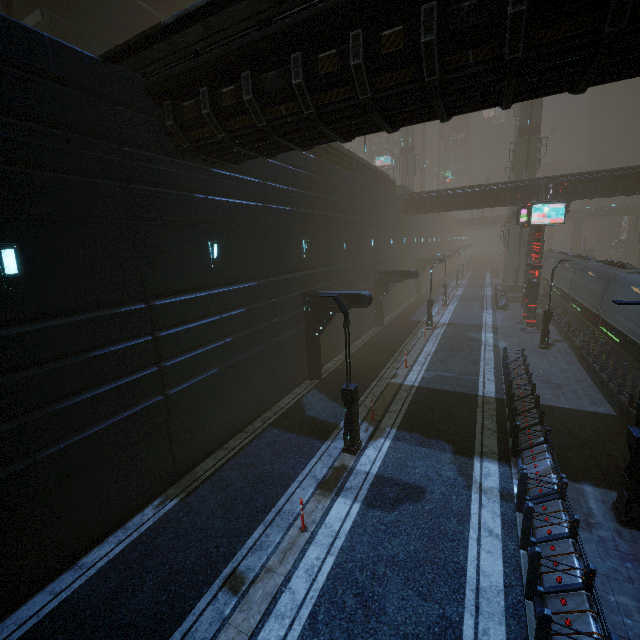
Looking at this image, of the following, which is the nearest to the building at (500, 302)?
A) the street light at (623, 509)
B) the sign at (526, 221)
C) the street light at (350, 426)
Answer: the street light at (623, 509)

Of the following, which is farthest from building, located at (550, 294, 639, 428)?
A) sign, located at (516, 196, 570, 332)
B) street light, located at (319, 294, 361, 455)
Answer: street light, located at (319, 294, 361, 455)

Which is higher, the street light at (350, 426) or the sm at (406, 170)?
the sm at (406, 170)

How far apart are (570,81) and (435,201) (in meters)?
28.57

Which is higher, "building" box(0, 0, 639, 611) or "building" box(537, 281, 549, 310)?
"building" box(0, 0, 639, 611)

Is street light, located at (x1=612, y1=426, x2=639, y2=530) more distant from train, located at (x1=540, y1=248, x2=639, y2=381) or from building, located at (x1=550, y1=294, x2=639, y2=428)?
train, located at (x1=540, y1=248, x2=639, y2=381)

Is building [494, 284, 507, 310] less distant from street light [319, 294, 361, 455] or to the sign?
the sign
